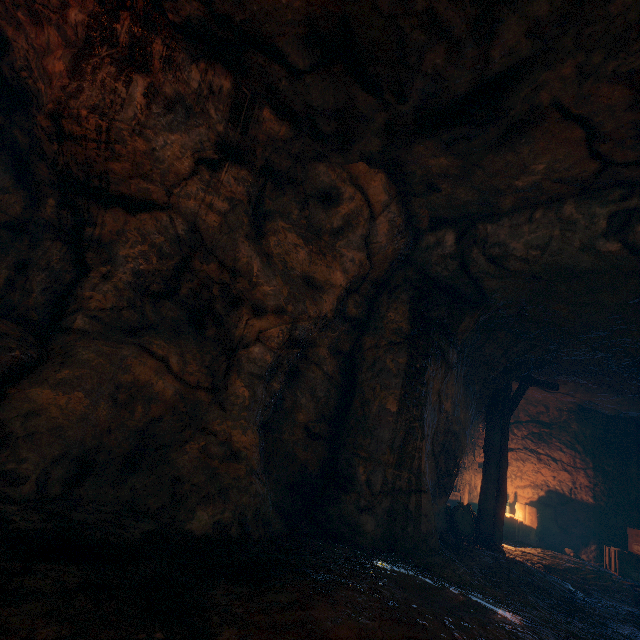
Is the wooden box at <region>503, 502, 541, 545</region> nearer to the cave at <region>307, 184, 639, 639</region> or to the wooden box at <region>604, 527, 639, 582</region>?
the cave at <region>307, 184, 639, 639</region>

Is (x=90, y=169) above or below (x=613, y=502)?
above

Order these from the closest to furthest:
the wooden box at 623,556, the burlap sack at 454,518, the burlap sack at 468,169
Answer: the burlap sack at 468,169, the burlap sack at 454,518, the wooden box at 623,556

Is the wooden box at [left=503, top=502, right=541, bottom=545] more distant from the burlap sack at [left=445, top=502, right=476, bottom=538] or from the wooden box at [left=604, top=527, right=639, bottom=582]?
the burlap sack at [left=445, top=502, right=476, bottom=538]

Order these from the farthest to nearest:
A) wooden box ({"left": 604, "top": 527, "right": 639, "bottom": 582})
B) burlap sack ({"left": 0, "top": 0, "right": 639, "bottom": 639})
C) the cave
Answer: wooden box ({"left": 604, "top": 527, "right": 639, "bottom": 582}), the cave, burlap sack ({"left": 0, "top": 0, "right": 639, "bottom": 639})

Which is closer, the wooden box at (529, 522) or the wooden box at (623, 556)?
the wooden box at (623, 556)

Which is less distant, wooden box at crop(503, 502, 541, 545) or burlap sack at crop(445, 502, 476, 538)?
burlap sack at crop(445, 502, 476, 538)
